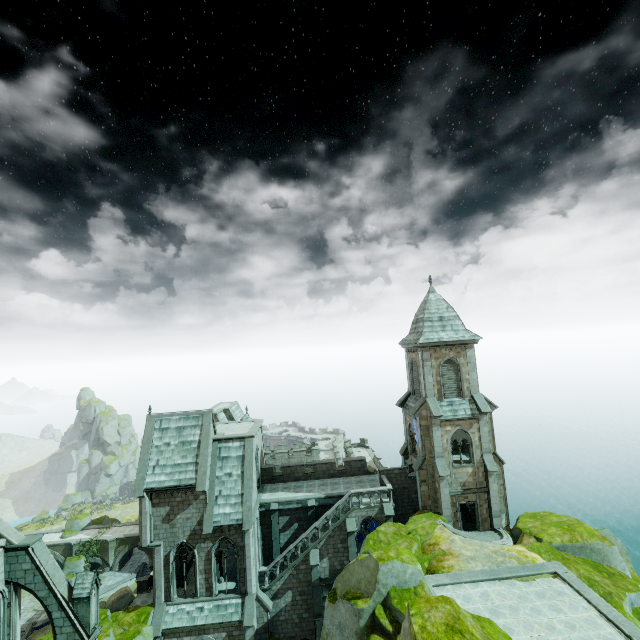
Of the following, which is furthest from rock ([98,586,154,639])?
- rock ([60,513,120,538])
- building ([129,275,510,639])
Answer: rock ([60,513,120,538])

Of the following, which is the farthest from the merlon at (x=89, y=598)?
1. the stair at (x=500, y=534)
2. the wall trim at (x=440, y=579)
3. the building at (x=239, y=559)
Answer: the stair at (x=500, y=534)

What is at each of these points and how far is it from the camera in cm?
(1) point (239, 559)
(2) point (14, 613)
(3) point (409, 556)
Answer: (1) building, 2530
(2) building, 1945
(3) rock, 1606

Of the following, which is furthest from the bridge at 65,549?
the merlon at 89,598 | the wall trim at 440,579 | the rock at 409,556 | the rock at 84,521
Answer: the wall trim at 440,579

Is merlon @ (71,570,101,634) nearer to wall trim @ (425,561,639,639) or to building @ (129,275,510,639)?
building @ (129,275,510,639)

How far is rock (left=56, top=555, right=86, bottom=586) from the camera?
44.87m

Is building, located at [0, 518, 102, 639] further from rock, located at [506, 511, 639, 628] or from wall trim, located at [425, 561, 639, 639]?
wall trim, located at [425, 561, 639, 639]

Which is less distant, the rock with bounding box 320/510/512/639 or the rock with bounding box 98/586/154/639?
the rock with bounding box 320/510/512/639
